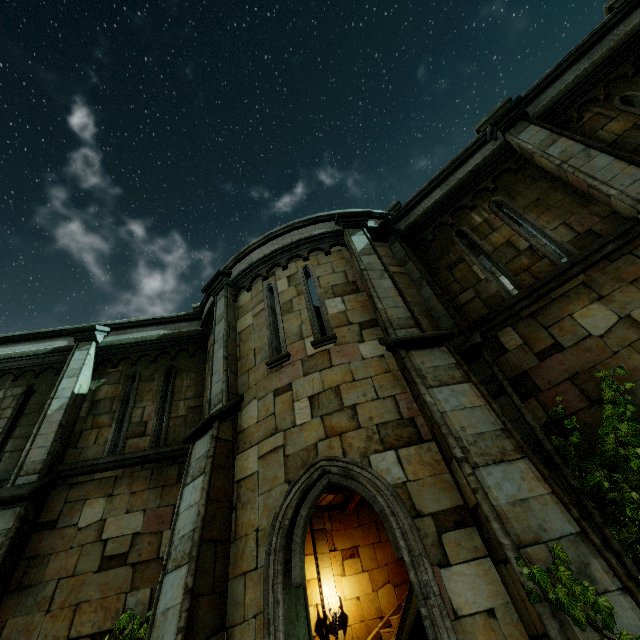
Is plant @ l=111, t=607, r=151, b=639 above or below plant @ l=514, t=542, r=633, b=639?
above

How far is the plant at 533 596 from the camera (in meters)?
2.69

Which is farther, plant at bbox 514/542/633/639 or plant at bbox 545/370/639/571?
plant at bbox 545/370/639/571

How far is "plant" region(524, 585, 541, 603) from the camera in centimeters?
269cm

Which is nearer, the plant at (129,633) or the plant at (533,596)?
the plant at (533,596)

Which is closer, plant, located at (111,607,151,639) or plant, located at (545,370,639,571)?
plant, located at (545,370,639,571)

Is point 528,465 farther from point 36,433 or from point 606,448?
point 36,433

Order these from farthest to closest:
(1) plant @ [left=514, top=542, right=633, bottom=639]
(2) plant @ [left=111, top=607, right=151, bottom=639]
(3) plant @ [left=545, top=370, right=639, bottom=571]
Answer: (2) plant @ [left=111, top=607, right=151, bottom=639], (3) plant @ [left=545, top=370, right=639, bottom=571], (1) plant @ [left=514, top=542, right=633, bottom=639]
